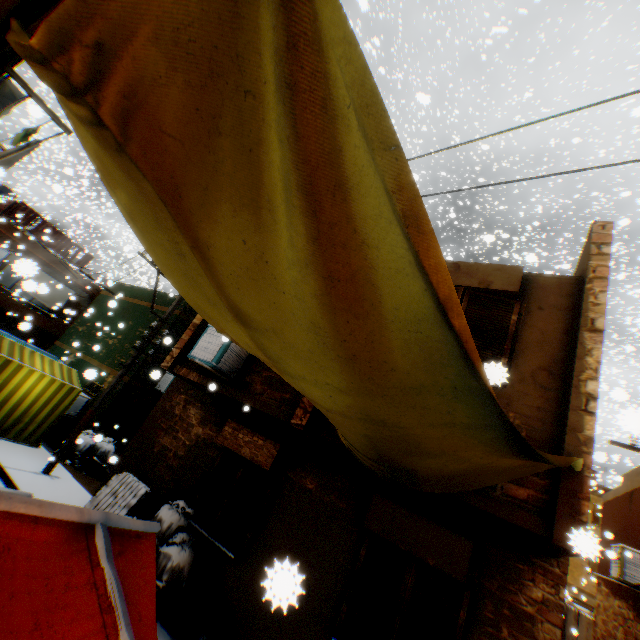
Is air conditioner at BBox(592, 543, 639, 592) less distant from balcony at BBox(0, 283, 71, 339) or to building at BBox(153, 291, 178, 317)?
building at BBox(153, 291, 178, 317)

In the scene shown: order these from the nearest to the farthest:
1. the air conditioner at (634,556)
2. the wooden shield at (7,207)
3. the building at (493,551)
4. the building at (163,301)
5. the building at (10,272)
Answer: the building at (10,272) → the building at (493,551) → the air conditioner at (634,556) → the building at (163,301) → the wooden shield at (7,207)

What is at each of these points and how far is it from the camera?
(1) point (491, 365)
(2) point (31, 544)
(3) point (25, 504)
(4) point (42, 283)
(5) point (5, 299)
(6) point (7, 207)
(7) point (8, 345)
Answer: (1) shutter, 2.4 meters
(2) tent, 1.4 meters
(3) metal tent frame, 1.4 meters
(4) dryer, 9.0 meters
(5) balcony, 17.0 meters
(6) wooden shield, 17.8 meters
(7) tent, 10.2 meters

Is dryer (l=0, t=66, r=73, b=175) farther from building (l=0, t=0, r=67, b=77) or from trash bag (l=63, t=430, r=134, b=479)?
trash bag (l=63, t=430, r=134, b=479)

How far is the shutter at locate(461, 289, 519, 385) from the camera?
4.67m

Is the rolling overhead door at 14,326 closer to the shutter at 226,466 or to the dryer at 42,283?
the dryer at 42,283

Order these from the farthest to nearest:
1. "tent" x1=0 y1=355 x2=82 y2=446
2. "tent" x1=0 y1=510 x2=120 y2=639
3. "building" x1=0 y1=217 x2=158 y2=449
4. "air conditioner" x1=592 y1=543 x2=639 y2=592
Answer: "building" x1=0 y1=217 x2=158 y2=449, "tent" x1=0 y1=355 x2=82 y2=446, "air conditioner" x1=592 y1=543 x2=639 y2=592, "tent" x1=0 y1=510 x2=120 y2=639

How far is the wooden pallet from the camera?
7.4 meters
